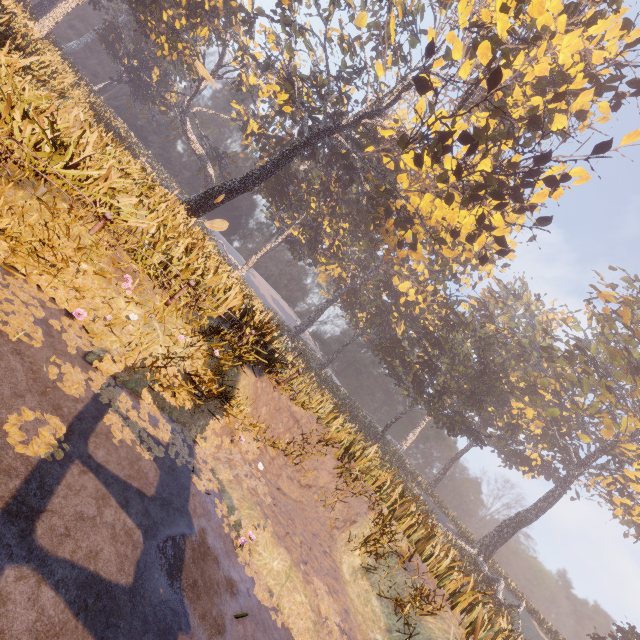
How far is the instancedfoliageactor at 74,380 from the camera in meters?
4.2 m

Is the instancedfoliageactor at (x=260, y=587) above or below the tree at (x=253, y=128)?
below

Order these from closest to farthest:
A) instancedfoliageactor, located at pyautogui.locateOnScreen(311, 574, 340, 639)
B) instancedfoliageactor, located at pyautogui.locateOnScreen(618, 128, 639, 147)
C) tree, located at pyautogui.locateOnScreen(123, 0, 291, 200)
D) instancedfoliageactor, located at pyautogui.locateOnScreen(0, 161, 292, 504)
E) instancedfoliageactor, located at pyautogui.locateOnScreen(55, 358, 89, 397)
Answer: instancedfoliageactor, located at pyautogui.locateOnScreen(55, 358, 89, 397) → instancedfoliageactor, located at pyautogui.locateOnScreen(0, 161, 292, 504) → instancedfoliageactor, located at pyautogui.locateOnScreen(311, 574, 340, 639) → instancedfoliageactor, located at pyautogui.locateOnScreen(618, 128, 639, 147) → tree, located at pyautogui.locateOnScreen(123, 0, 291, 200)

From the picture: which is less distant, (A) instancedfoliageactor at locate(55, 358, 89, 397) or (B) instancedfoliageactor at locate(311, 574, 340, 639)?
(A) instancedfoliageactor at locate(55, 358, 89, 397)

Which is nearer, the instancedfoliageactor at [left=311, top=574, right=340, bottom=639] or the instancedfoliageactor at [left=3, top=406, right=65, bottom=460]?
the instancedfoliageactor at [left=3, top=406, right=65, bottom=460]

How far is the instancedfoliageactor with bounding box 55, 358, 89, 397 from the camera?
4.24m

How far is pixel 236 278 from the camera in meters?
14.6 m
